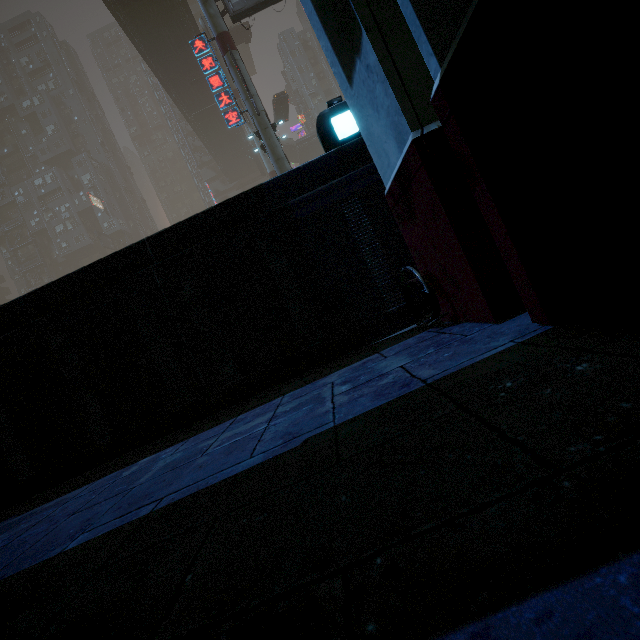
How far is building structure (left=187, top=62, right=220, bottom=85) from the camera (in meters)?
32.91

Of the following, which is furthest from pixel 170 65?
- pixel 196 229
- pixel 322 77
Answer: pixel 196 229

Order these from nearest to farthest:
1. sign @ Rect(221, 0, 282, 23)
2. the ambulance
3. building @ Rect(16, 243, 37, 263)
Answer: sign @ Rect(221, 0, 282, 23), the ambulance, building @ Rect(16, 243, 37, 263)

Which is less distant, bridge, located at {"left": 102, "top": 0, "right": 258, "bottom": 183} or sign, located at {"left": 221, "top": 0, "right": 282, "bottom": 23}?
sign, located at {"left": 221, "top": 0, "right": 282, "bottom": 23}

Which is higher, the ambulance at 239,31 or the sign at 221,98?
the ambulance at 239,31

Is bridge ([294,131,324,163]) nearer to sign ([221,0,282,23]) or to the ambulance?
the ambulance

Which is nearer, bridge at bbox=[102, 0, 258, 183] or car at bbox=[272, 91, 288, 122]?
bridge at bbox=[102, 0, 258, 183]

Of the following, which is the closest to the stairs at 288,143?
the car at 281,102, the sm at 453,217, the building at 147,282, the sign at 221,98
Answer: the building at 147,282
